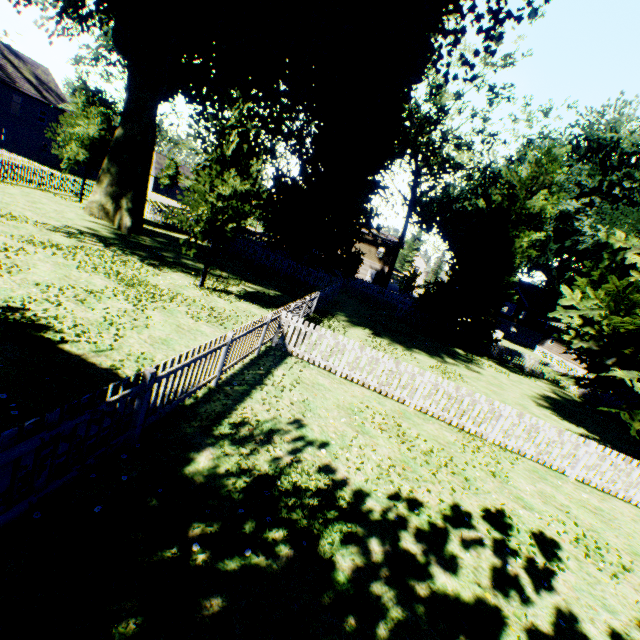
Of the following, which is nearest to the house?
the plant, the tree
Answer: the plant

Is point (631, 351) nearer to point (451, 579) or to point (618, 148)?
point (451, 579)

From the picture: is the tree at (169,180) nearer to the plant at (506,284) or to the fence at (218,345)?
the fence at (218,345)

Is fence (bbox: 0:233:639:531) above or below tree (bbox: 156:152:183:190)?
below

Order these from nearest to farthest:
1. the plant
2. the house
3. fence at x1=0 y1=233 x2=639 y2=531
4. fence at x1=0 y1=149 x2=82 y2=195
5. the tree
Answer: fence at x1=0 y1=233 x2=639 y2=531 < the plant < fence at x1=0 y1=149 x2=82 y2=195 < the house < the tree

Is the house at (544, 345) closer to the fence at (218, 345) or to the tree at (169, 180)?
the fence at (218, 345)

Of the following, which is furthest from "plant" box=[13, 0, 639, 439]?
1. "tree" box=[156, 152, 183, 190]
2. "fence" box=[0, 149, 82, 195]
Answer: "tree" box=[156, 152, 183, 190]

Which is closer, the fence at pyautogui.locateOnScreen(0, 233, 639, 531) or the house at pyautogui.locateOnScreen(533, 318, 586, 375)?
the fence at pyautogui.locateOnScreen(0, 233, 639, 531)
